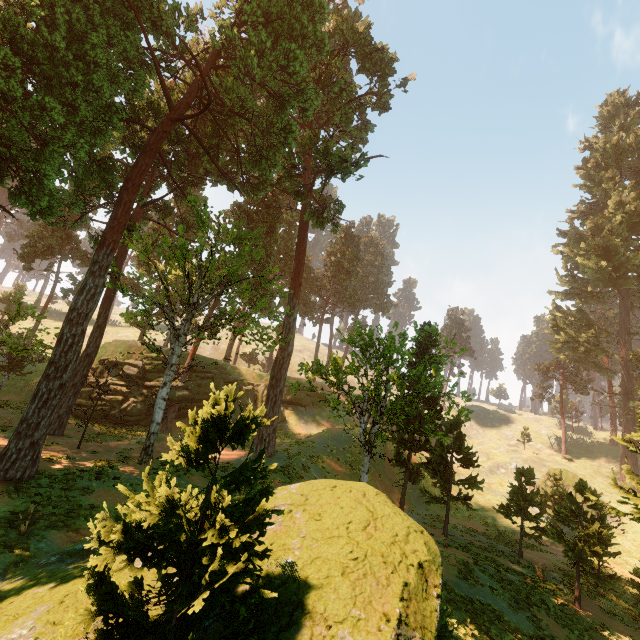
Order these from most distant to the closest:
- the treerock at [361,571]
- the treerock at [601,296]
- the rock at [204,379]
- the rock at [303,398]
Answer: the rock at [303,398]
the rock at [204,379]
the treerock at [601,296]
the treerock at [361,571]

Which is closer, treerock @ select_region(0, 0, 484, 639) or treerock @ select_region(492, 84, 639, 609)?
treerock @ select_region(0, 0, 484, 639)

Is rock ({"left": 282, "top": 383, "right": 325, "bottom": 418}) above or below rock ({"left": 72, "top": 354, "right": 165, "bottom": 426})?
above

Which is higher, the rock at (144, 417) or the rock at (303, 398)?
the rock at (303, 398)

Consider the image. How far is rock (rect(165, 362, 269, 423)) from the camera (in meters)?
31.91

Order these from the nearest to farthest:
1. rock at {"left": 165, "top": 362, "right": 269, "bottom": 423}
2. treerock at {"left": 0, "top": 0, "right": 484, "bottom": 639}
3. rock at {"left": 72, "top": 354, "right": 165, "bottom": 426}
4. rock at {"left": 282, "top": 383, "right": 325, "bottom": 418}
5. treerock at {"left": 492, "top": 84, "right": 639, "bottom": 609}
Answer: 1. treerock at {"left": 0, "top": 0, "right": 484, "bottom": 639}
2. treerock at {"left": 492, "top": 84, "right": 639, "bottom": 609}
3. rock at {"left": 72, "top": 354, "right": 165, "bottom": 426}
4. rock at {"left": 165, "top": 362, "right": 269, "bottom": 423}
5. rock at {"left": 282, "top": 383, "right": 325, "bottom": 418}

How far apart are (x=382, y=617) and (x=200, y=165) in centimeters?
3175cm
